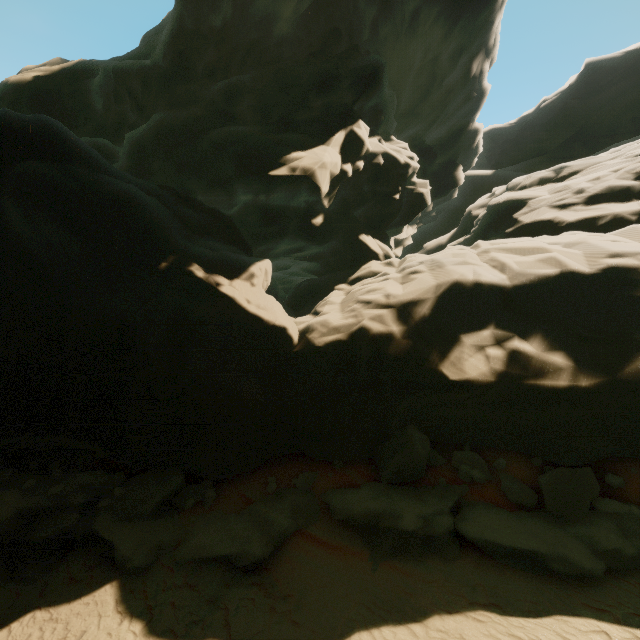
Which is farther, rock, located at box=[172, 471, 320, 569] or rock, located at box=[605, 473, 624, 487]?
rock, located at box=[172, 471, 320, 569]

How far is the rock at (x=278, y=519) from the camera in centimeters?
736cm

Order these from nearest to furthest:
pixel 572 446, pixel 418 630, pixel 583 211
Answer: pixel 418 630 → pixel 572 446 → pixel 583 211

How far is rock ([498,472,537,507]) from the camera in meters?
6.9 m
